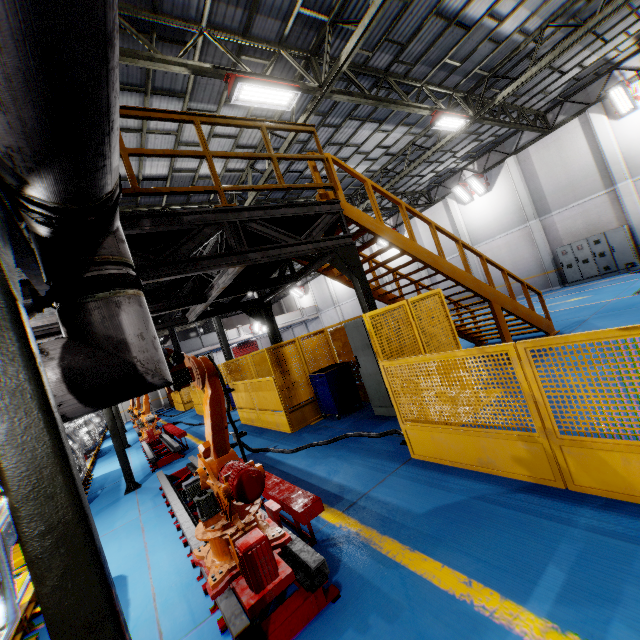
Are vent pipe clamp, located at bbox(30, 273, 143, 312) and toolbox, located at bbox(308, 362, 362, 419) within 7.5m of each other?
yes

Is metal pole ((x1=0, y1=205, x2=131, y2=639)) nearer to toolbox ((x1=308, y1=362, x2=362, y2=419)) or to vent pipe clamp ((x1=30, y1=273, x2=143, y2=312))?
vent pipe clamp ((x1=30, y1=273, x2=143, y2=312))

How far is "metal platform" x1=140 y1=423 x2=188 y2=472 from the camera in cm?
913

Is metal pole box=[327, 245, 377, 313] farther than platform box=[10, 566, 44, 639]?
Yes

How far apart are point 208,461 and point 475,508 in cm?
284

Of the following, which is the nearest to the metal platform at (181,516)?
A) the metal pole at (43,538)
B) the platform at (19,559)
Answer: the metal pole at (43,538)

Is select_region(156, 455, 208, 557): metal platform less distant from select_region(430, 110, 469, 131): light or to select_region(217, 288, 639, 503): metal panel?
select_region(217, 288, 639, 503): metal panel

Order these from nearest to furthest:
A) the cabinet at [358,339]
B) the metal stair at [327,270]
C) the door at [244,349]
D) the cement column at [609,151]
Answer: the cabinet at [358,339] < the metal stair at [327,270] < the cement column at [609,151] < the door at [244,349]
